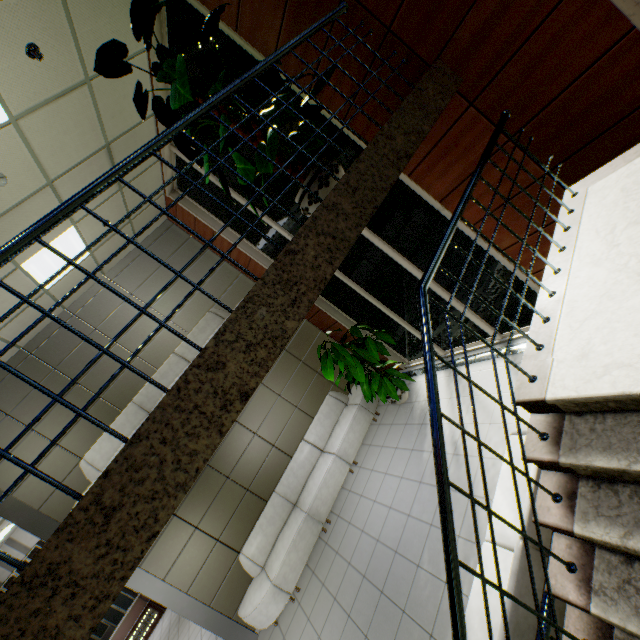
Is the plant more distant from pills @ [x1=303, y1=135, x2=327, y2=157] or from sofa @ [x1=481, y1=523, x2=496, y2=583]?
pills @ [x1=303, y1=135, x2=327, y2=157]

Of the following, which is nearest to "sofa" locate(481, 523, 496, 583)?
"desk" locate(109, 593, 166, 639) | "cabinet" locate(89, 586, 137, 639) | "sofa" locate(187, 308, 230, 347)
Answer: "sofa" locate(187, 308, 230, 347)

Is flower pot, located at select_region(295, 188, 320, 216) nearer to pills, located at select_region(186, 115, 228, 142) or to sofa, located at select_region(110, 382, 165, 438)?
pills, located at select_region(186, 115, 228, 142)

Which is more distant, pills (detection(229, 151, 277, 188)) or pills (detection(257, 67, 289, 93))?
pills (detection(257, 67, 289, 93))

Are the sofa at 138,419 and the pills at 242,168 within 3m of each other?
no

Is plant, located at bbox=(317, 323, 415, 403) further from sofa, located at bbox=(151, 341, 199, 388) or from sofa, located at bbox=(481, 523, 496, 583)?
sofa, located at bbox=(481, 523, 496, 583)

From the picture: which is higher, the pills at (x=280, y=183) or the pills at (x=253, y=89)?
the pills at (x=253, y=89)

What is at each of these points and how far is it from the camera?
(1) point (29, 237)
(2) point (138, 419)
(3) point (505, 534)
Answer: (1) stairs, 1.5m
(2) sofa, 6.2m
(3) sofa, 2.8m
